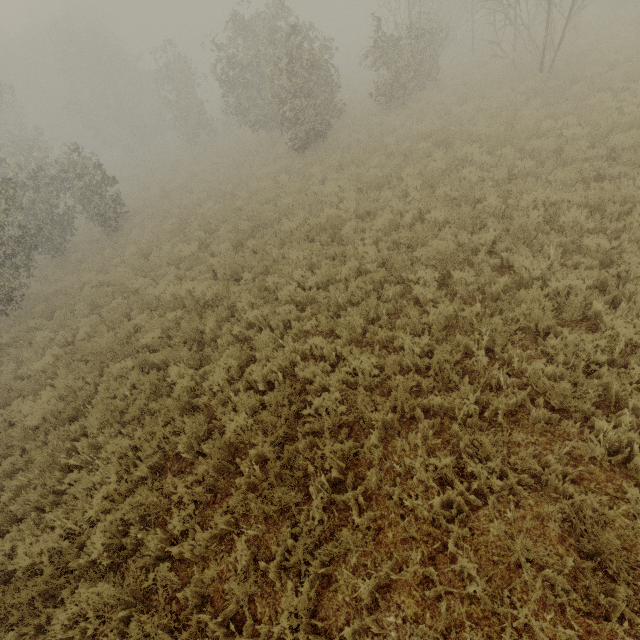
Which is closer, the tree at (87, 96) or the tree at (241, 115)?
the tree at (241, 115)

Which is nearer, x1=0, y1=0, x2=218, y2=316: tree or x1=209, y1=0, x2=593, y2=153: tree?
x1=209, y1=0, x2=593, y2=153: tree

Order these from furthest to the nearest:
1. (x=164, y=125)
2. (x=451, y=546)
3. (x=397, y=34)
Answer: (x=397, y=34), (x=164, y=125), (x=451, y=546)
